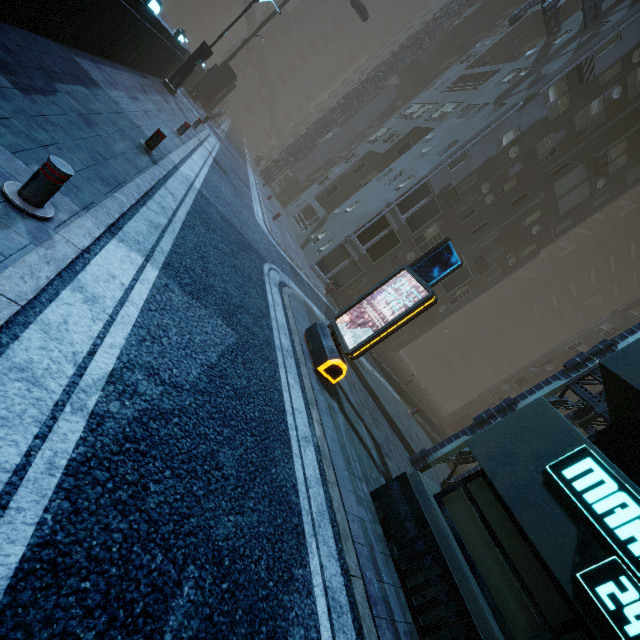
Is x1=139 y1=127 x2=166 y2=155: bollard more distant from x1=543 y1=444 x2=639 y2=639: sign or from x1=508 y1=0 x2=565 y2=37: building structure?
x1=508 y1=0 x2=565 y2=37: building structure

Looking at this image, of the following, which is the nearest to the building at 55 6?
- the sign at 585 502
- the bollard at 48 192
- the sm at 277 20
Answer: the sign at 585 502

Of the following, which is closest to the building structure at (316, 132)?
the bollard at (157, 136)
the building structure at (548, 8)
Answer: the building structure at (548, 8)

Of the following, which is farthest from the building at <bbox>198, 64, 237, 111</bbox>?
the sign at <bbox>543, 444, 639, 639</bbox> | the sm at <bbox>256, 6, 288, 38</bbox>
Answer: the sm at <bbox>256, 6, 288, 38</bbox>

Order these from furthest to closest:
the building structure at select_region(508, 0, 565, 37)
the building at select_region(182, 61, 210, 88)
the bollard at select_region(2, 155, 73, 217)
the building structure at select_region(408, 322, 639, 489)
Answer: the building at select_region(182, 61, 210, 88)
the building structure at select_region(508, 0, 565, 37)
the building structure at select_region(408, 322, 639, 489)
the bollard at select_region(2, 155, 73, 217)

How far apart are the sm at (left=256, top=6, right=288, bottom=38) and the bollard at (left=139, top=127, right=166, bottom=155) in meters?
61.9

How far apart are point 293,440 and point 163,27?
15.9 meters

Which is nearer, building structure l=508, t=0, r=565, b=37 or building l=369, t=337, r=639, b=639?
building l=369, t=337, r=639, b=639
